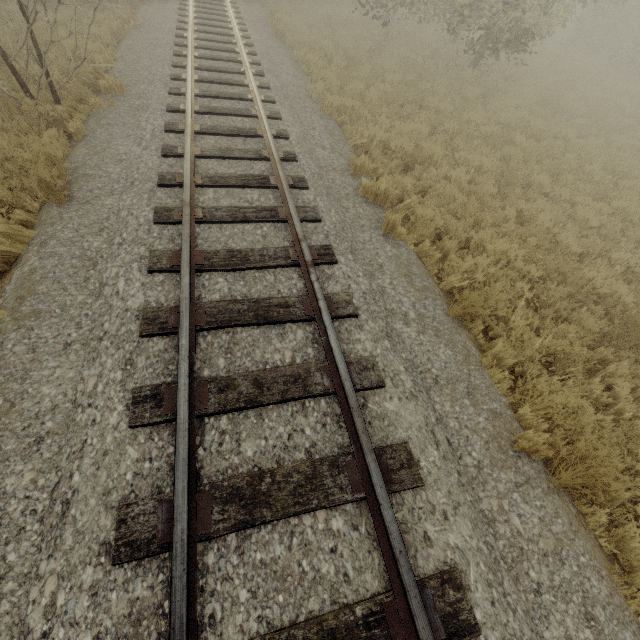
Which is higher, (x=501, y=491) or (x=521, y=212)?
(x=501, y=491)
